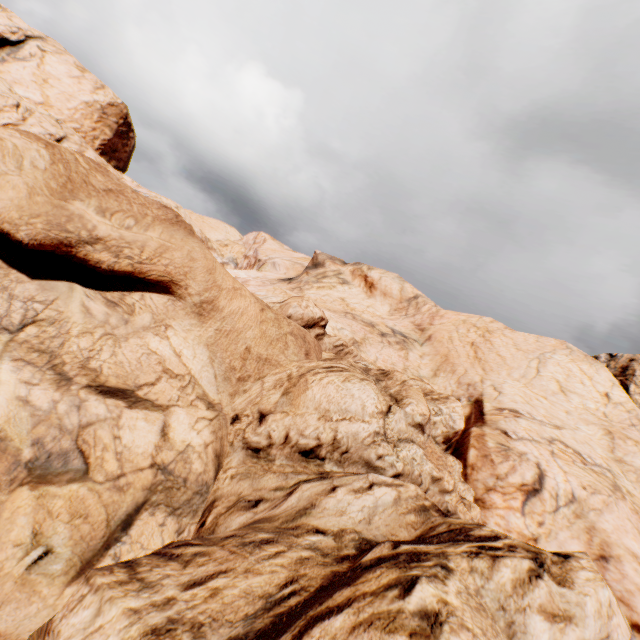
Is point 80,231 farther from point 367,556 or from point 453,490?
point 453,490
